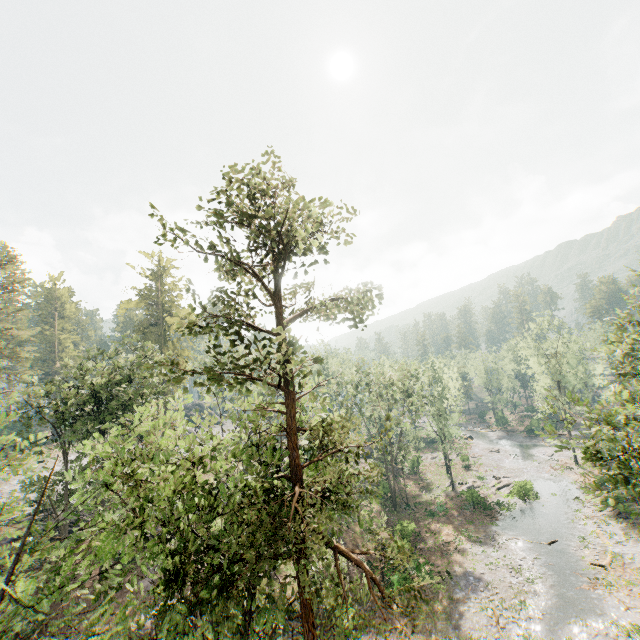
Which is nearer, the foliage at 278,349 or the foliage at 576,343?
the foliage at 278,349

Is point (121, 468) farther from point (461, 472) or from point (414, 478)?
point (461, 472)

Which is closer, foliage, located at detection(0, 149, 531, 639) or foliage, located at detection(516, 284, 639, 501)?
foliage, located at detection(0, 149, 531, 639)
